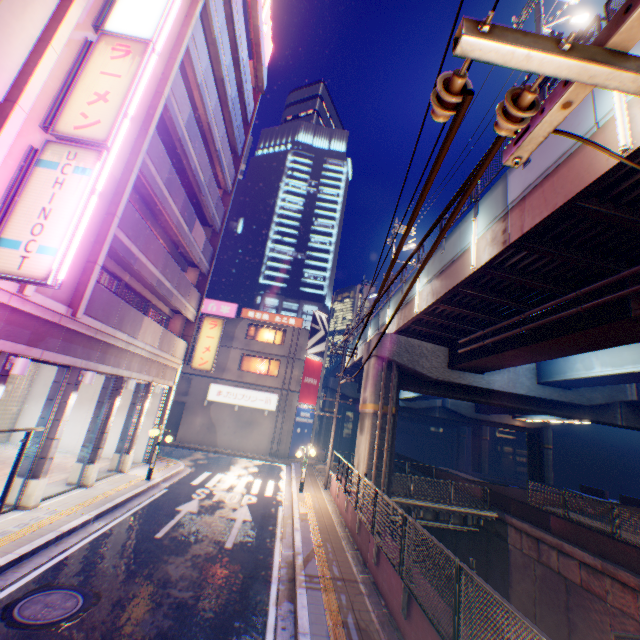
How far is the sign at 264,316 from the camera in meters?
30.8 m

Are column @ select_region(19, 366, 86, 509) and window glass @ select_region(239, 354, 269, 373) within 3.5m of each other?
no

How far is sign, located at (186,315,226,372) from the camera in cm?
1934

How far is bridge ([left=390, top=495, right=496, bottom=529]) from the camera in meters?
19.2

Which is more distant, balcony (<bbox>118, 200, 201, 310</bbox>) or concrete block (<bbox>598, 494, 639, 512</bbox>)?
concrete block (<bbox>598, 494, 639, 512</bbox>)

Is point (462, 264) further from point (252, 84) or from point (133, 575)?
point (252, 84)

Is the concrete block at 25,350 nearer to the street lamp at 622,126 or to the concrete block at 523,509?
the street lamp at 622,126

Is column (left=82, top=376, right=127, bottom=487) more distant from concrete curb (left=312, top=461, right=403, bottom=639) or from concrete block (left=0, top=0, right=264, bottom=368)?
concrete curb (left=312, top=461, right=403, bottom=639)
